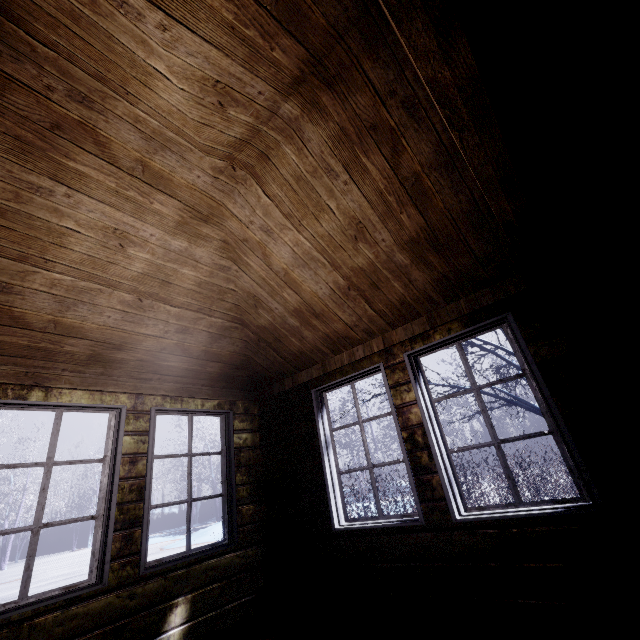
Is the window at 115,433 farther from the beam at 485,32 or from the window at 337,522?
the beam at 485,32

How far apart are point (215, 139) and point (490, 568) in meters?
3.3

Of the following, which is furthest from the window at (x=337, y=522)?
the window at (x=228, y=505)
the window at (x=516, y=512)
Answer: the window at (x=228, y=505)

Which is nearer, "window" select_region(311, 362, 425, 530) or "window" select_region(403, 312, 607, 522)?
"window" select_region(403, 312, 607, 522)

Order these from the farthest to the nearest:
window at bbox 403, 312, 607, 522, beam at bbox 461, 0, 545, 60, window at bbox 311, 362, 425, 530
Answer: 1. window at bbox 311, 362, 425, 530
2. window at bbox 403, 312, 607, 522
3. beam at bbox 461, 0, 545, 60

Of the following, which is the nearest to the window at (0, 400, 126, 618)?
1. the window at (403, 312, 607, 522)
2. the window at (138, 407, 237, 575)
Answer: the window at (138, 407, 237, 575)

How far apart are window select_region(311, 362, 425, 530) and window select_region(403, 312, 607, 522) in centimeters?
24cm

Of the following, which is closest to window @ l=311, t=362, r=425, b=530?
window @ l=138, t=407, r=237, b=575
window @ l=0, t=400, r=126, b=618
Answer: window @ l=138, t=407, r=237, b=575
